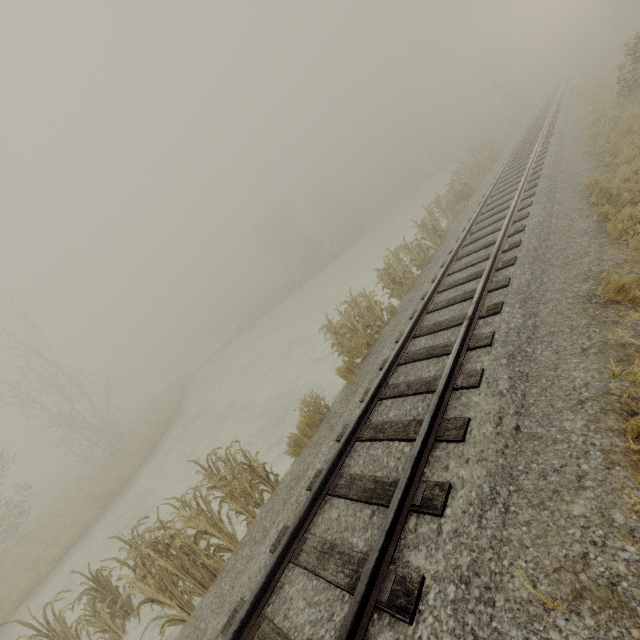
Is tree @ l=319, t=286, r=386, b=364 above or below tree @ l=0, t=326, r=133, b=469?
below

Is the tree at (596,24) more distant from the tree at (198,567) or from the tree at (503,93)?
the tree at (198,567)

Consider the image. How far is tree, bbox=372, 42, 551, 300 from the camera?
11.80m

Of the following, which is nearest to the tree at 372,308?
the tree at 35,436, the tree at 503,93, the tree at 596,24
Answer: the tree at 503,93

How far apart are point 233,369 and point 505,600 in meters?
24.1 m

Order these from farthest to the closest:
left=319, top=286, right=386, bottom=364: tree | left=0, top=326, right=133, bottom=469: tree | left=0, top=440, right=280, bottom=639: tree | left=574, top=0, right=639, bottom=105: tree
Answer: left=0, top=326, right=133, bottom=469: tree → left=574, top=0, right=639, bottom=105: tree → left=319, top=286, right=386, bottom=364: tree → left=0, top=440, right=280, bottom=639: tree

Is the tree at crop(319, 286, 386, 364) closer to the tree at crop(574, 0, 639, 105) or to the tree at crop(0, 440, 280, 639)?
the tree at crop(0, 440, 280, 639)

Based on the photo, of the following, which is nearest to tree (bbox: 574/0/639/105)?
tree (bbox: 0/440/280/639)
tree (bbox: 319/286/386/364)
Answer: tree (bbox: 319/286/386/364)
